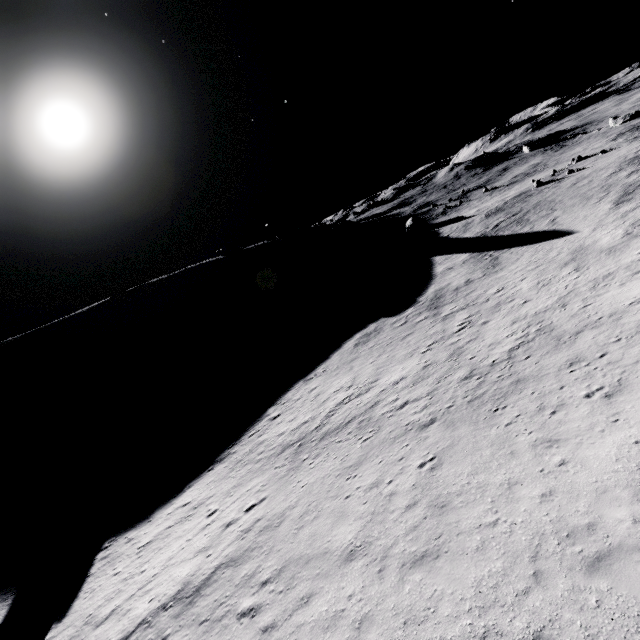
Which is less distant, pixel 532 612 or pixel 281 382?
pixel 532 612
